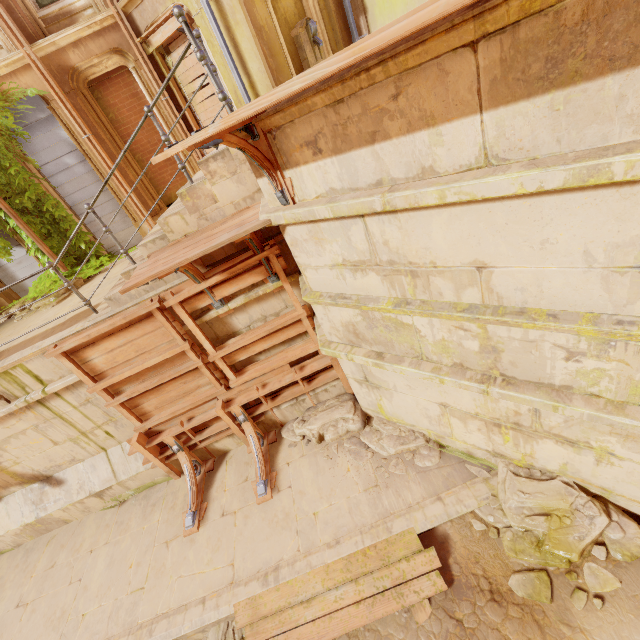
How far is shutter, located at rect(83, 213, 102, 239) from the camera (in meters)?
9.33

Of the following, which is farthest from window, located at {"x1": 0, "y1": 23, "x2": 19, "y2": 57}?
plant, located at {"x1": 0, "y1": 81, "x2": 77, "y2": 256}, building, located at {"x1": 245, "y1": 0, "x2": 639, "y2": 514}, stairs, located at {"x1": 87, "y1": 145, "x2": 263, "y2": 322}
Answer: building, located at {"x1": 245, "y1": 0, "x2": 639, "y2": 514}

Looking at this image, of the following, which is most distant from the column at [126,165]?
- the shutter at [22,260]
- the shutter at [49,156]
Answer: the shutter at [22,260]

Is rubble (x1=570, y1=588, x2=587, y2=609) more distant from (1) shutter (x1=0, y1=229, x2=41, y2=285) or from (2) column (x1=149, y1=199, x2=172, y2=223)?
(1) shutter (x1=0, y1=229, x2=41, y2=285)

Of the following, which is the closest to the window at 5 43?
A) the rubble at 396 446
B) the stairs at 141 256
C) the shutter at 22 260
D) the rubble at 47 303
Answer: the shutter at 22 260

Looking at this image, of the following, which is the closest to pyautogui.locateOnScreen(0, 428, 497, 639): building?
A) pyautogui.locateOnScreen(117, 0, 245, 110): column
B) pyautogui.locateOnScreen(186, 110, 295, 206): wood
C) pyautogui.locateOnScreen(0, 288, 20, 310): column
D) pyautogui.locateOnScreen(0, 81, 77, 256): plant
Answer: pyautogui.locateOnScreen(0, 81, 77, 256): plant

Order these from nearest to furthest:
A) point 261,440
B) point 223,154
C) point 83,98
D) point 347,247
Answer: point 347,247 → point 223,154 → point 261,440 → point 83,98

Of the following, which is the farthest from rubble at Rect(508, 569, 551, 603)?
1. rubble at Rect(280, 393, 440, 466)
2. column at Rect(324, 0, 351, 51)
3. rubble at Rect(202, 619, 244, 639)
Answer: column at Rect(324, 0, 351, 51)
